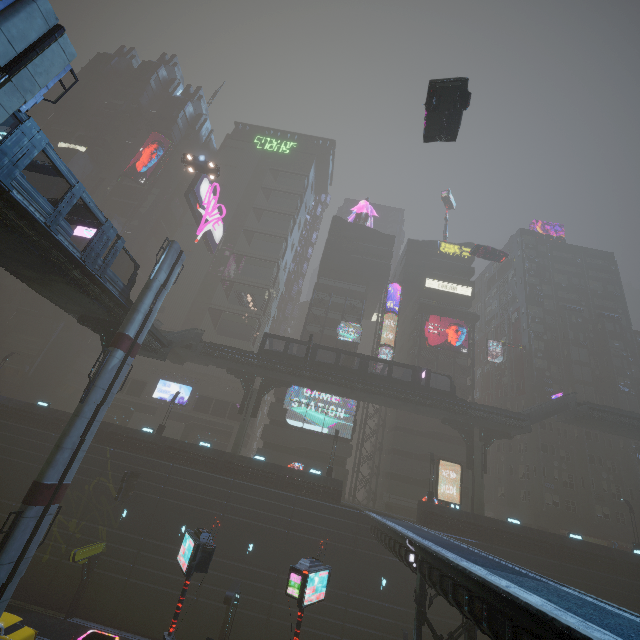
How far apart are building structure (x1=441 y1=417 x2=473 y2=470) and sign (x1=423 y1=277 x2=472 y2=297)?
22.7 meters

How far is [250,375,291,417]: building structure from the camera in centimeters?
3647cm

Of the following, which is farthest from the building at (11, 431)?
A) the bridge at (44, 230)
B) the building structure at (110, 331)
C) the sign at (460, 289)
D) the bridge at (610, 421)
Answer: the building structure at (110, 331)

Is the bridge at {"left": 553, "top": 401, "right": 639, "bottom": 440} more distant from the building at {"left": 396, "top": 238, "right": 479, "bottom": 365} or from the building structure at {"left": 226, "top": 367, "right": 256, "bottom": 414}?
the building structure at {"left": 226, "top": 367, "right": 256, "bottom": 414}

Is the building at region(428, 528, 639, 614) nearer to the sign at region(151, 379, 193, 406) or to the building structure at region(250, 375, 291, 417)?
the sign at region(151, 379, 193, 406)

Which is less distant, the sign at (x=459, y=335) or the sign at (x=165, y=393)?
the sign at (x=459, y=335)

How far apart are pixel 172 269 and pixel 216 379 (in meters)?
28.23

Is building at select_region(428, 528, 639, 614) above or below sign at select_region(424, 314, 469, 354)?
below
